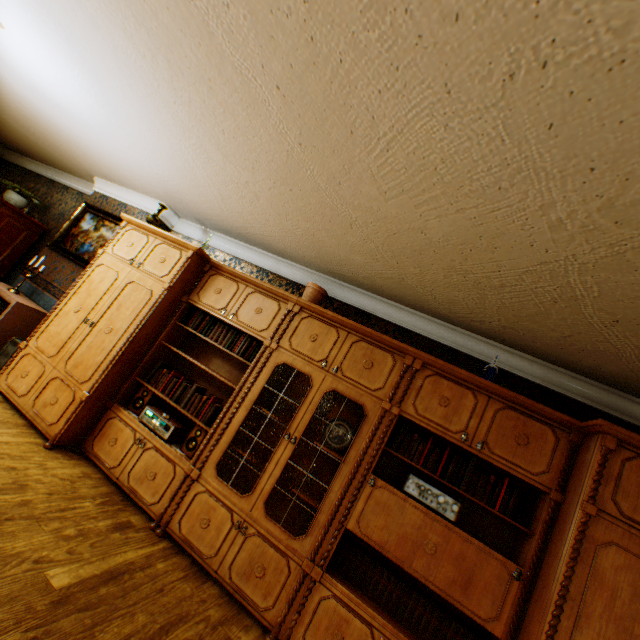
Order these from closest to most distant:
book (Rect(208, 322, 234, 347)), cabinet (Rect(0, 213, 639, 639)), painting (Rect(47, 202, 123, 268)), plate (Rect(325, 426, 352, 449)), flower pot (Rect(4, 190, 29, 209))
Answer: cabinet (Rect(0, 213, 639, 639)) < plate (Rect(325, 426, 352, 449)) < book (Rect(208, 322, 234, 347)) < painting (Rect(47, 202, 123, 268)) < flower pot (Rect(4, 190, 29, 209))

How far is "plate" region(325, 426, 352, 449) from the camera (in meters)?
3.12

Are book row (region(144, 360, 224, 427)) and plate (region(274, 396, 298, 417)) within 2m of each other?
yes

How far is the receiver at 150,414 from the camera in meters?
3.3

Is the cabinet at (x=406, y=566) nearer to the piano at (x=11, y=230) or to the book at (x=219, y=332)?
the book at (x=219, y=332)

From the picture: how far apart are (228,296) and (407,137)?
2.6 meters

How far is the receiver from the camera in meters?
3.3

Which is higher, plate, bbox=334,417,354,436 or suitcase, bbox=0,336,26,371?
plate, bbox=334,417,354,436
